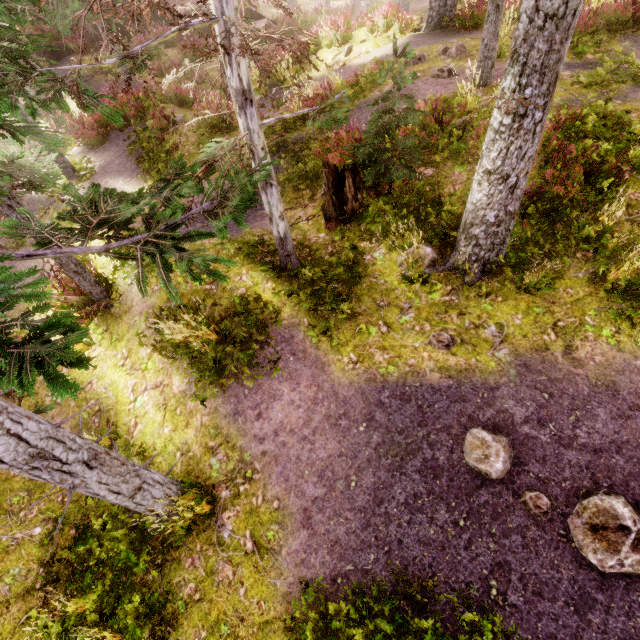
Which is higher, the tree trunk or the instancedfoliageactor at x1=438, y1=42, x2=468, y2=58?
the instancedfoliageactor at x1=438, y1=42, x2=468, y2=58

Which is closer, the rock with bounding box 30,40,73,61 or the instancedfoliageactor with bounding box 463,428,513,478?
the instancedfoliageactor with bounding box 463,428,513,478

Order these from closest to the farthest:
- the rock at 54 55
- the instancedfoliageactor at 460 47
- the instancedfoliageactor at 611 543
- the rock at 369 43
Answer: the instancedfoliageactor at 611 543
the instancedfoliageactor at 460 47
the rock at 369 43
the rock at 54 55

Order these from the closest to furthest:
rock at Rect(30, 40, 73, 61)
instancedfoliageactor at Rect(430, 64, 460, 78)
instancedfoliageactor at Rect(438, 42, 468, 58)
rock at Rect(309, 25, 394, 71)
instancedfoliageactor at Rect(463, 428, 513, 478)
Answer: instancedfoliageactor at Rect(463, 428, 513, 478)
instancedfoliageactor at Rect(430, 64, 460, 78)
instancedfoliageactor at Rect(438, 42, 468, 58)
rock at Rect(309, 25, 394, 71)
rock at Rect(30, 40, 73, 61)

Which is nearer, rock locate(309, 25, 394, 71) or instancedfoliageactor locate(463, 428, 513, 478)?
instancedfoliageactor locate(463, 428, 513, 478)

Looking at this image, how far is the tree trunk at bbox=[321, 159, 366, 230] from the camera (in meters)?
7.40

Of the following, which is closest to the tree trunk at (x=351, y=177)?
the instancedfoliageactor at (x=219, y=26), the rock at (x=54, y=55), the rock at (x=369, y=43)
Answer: the instancedfoliageactor at (x=219, y=26)

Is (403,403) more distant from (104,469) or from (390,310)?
(104,469)
